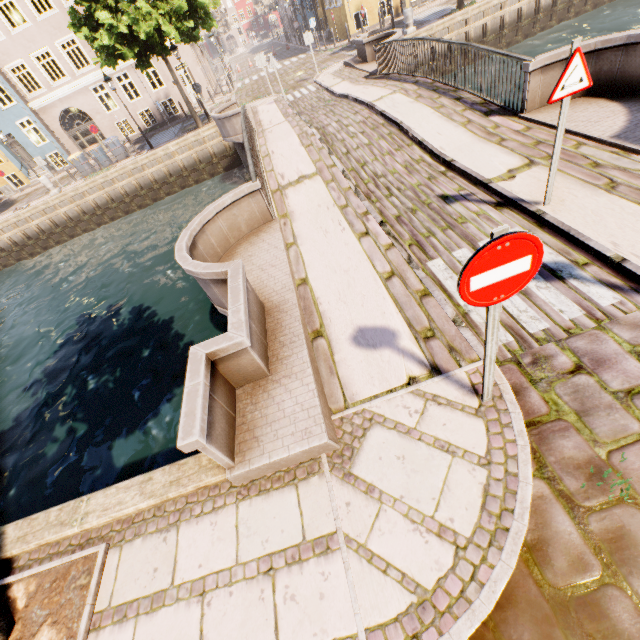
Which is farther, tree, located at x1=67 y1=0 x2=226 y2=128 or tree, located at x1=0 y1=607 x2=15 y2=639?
tree, located at x1=67 y1=0 x2=226 y2=128

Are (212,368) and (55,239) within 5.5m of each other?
no

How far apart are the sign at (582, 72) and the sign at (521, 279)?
3.2m

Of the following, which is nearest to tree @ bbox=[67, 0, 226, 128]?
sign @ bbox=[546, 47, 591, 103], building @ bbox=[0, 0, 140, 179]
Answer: building @ bbox=[0, 0, 140, 179]

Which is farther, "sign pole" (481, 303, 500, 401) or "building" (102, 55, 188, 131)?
"building" (102, 55, 188, 131)

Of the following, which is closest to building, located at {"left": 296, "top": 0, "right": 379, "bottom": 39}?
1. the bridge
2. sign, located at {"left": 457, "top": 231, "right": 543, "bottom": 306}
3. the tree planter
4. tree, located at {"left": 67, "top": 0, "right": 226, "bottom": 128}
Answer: tree, located at {"left": 67, "top": 0, "right": 226, "bottom": 128}

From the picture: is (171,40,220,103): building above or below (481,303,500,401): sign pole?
above

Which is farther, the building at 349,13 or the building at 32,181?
the building at 32,181
